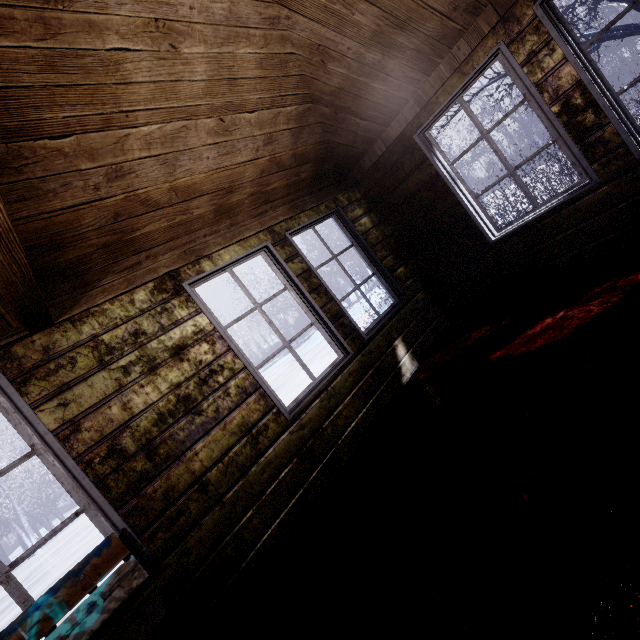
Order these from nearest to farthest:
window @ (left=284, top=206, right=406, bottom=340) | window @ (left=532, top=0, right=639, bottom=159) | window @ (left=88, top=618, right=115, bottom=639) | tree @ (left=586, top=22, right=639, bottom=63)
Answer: window @ (left=88, top=618, right=115, bottom=639), window @ (left=532, top=0, right=639, bottom=159), window @ (left=284, top=206, right=406, bottom=340), tree @ (left=586, top=22, right=639, bottom=63)

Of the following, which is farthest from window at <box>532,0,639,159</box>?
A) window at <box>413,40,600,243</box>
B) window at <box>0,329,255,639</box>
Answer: window at <box>0,329,255,639</box>

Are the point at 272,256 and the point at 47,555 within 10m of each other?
no

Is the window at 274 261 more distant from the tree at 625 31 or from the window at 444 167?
the tree at 625 31

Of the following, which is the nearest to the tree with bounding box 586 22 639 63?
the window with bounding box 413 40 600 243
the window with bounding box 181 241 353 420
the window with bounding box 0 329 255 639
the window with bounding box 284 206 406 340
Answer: the window with bounding box 413 40 600 243

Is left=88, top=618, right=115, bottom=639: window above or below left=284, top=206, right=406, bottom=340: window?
below

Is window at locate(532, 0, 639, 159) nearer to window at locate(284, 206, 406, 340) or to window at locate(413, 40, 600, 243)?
window at locate(413, 40, 600, 243)

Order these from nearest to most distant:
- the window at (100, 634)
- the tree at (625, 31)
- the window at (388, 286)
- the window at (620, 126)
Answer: the window at (100, 634) → the window at (620, 126) → the window at (388, 286) → the tree at (625, 31)
